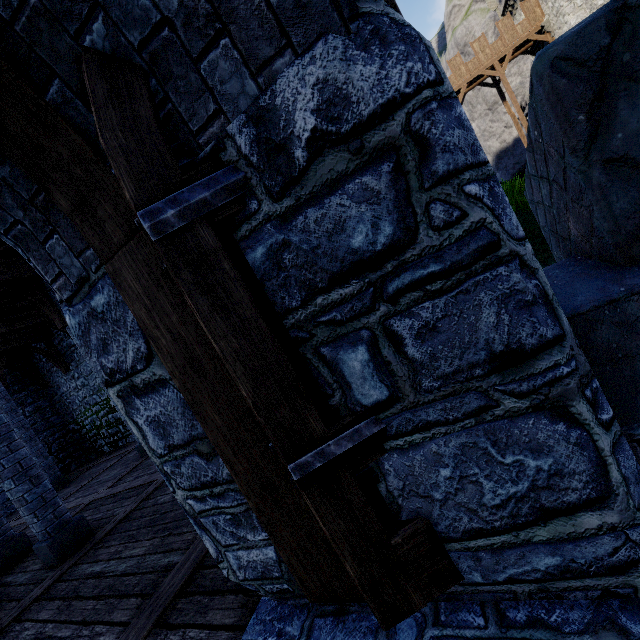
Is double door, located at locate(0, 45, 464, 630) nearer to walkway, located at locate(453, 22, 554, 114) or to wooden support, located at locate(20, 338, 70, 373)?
wooden support, located at locate(20, 338, 70, 373)

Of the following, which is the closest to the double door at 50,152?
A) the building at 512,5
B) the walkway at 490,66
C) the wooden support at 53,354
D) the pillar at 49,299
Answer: the pillar at 49,299

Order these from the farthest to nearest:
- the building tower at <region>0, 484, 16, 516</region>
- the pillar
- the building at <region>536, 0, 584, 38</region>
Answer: the building at <region>536, 0, 584, 38</region> < the building tower at <region>0, 484, 16, 516</region> < the pillar

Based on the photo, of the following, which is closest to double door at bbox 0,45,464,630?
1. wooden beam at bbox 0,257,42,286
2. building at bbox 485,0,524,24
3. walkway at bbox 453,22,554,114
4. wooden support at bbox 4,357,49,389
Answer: wooden beam at bbox 0,257,42,286

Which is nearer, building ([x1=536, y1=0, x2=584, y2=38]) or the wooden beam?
the wooden beam

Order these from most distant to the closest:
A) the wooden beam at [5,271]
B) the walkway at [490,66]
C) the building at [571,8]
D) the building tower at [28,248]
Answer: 1. the walkway at [490,66]
2. the building at [571,8]
3. the wooden beam at [5,271]
4. the building tower at [28,248]

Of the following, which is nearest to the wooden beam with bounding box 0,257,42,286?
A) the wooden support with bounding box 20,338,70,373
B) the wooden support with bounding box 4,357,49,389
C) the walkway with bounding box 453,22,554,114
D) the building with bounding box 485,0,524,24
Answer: the wooden support with bounding box 20,338,70,373

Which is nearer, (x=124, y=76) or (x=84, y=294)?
(x=124, y=76)
